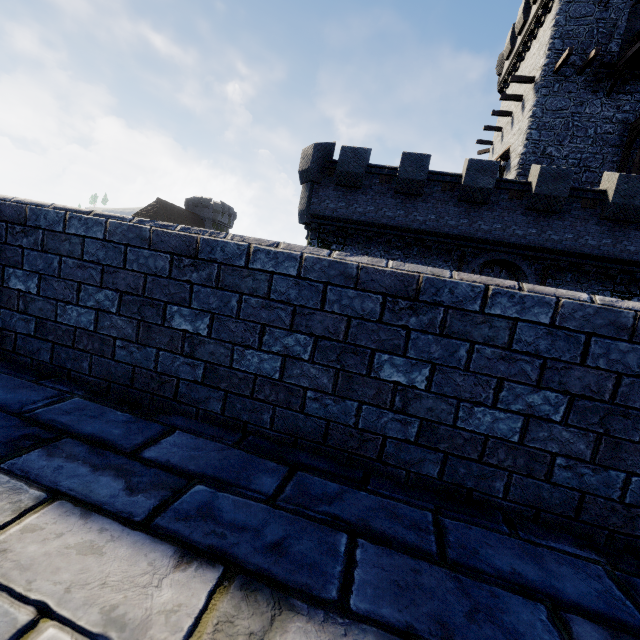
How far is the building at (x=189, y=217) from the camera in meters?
50.1 m

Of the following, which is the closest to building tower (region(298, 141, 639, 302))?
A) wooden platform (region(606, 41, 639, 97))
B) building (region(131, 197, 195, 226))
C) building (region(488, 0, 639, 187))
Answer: building (region(488, 0, 639, 187))

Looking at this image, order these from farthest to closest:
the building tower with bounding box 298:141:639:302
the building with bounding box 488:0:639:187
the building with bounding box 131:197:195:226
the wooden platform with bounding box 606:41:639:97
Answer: the building with bounding box 131:197:195:226 < the building with bounding box 488:0:639:187 < the wooden platform with bounding box 606:41:639:97 < the building tower with bounding box 298:141:639:302

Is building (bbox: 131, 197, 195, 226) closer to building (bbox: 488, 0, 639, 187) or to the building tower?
the building tower

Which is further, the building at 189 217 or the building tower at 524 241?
the building at 189 217

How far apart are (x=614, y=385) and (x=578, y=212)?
17.3m

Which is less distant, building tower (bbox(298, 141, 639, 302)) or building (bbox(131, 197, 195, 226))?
building tower (bbox(298, 141, 639, 302))

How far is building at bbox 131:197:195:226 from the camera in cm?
5014
